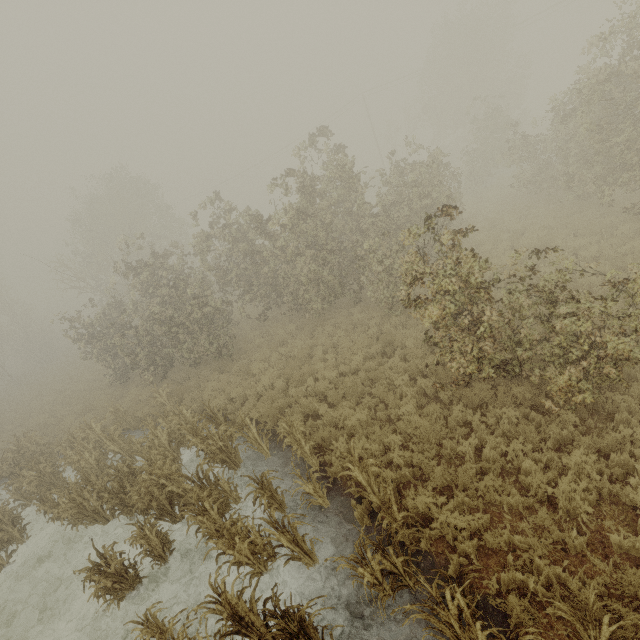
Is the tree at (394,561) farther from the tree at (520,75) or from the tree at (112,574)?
the tree at (520,75)

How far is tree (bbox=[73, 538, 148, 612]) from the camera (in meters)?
6.75

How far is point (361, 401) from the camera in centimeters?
967cm

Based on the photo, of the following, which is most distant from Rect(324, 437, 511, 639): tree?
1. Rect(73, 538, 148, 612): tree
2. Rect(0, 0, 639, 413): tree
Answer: Rect(0, 0, 639, 413): tree

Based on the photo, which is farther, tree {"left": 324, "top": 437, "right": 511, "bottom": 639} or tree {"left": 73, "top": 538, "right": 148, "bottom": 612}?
tree {"left": 73, "top": 538, "right": 148, "bottom": 612}

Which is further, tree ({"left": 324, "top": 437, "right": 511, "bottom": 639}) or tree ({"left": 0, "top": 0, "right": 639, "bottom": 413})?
tree ({"left": 0, "top": 0, "right": 639, "bottom": 413})

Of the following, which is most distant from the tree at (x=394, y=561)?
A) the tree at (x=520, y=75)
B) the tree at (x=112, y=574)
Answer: the tree at (x=520, y=75)
